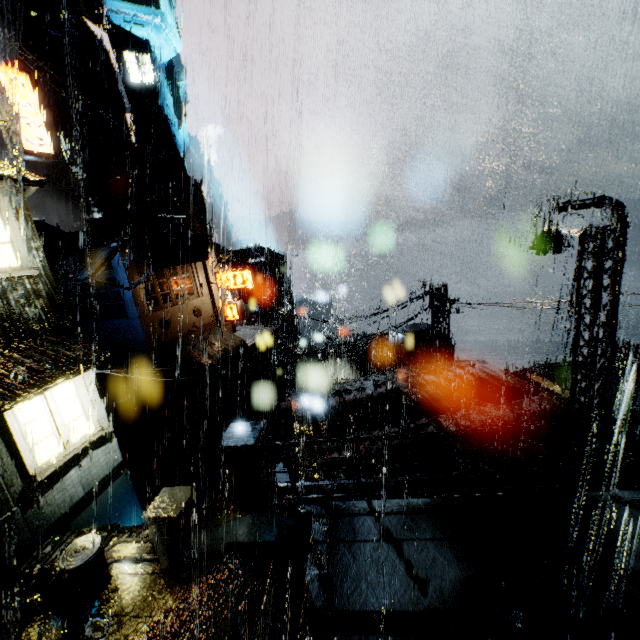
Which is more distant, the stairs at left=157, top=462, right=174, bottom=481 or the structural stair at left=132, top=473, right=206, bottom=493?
the stairs at left=157, top=462, right=174, bottom=481

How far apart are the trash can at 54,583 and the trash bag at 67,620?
0.0m

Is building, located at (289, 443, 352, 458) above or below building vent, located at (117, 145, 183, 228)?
below

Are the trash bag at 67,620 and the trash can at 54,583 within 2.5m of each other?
yes

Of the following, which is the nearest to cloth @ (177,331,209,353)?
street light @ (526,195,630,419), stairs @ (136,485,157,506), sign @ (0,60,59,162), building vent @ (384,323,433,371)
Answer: stairs @ (136,485,157,506)

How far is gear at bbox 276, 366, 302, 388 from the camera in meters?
52.1 m

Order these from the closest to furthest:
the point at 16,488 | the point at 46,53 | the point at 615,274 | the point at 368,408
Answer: the point at 16,488 < the point at 615,274 < the point at 368,408 < the point at 46,53

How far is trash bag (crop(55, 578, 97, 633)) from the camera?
6.3m
